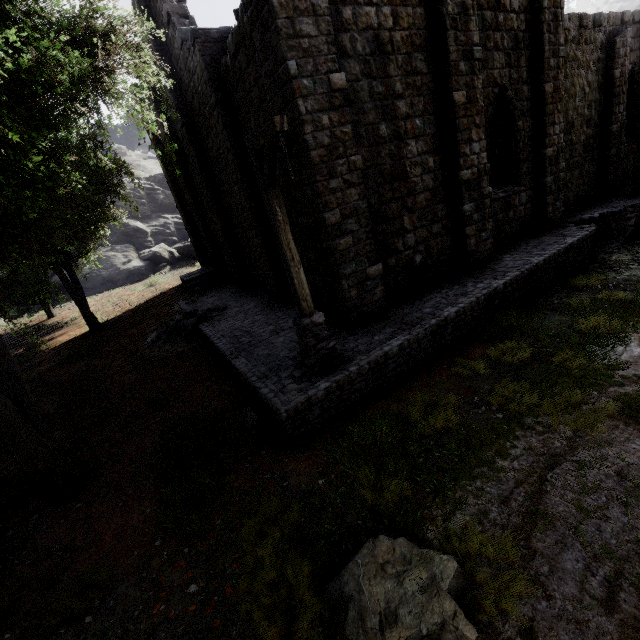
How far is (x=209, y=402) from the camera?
7.10m

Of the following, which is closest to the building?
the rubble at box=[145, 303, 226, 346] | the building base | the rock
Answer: the building base

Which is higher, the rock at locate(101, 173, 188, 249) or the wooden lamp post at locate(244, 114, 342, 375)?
the rock at locate(101, 173, 188, 249)

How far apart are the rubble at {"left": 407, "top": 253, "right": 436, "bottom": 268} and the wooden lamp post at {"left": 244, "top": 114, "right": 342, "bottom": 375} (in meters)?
3.55

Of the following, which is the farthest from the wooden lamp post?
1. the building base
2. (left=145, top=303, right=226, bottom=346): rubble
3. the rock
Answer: the rock

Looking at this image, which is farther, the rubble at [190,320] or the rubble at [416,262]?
the rubble at [190,320]

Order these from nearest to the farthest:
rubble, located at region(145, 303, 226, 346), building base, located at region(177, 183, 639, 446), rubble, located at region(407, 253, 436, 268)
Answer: building base, located at region(177, 183, 639, 446)
rubble, located at region(407, 253, 436, 268)
rubble, located at region(145, 303, 226, 346)

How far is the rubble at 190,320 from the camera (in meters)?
13.12
